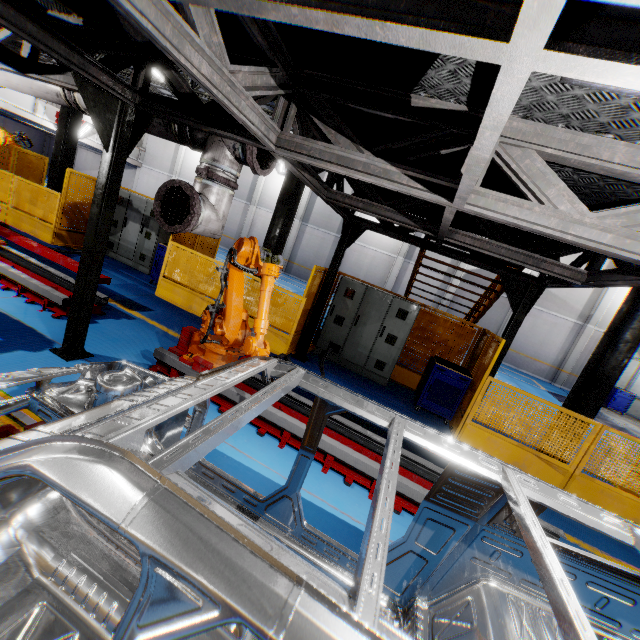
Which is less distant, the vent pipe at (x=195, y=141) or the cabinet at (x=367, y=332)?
the vent pipe at (x=195, y=141)

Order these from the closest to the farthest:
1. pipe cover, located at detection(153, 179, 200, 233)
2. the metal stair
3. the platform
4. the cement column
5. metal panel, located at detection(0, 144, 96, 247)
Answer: the platform, pipe cover, located at detection(153, 179, 200, 233), the metal stair, metal panel, located at detection(0, 144, 96, 247), the cement column

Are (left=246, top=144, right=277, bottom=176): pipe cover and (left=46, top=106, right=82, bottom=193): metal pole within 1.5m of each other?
no

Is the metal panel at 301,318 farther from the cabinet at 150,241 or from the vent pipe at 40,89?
the vent pipe at 40,89

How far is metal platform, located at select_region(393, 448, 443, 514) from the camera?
3.8m

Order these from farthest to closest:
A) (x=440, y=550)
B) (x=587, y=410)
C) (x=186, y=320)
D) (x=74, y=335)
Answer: (x=186, y=320), (x=587, y=410), (x=74, y=335), (x=440, y=550)

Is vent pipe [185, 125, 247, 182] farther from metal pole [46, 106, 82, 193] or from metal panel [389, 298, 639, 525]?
metal pole [46, 106, 82, 193]

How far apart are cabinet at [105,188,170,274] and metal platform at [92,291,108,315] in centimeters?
308cm
